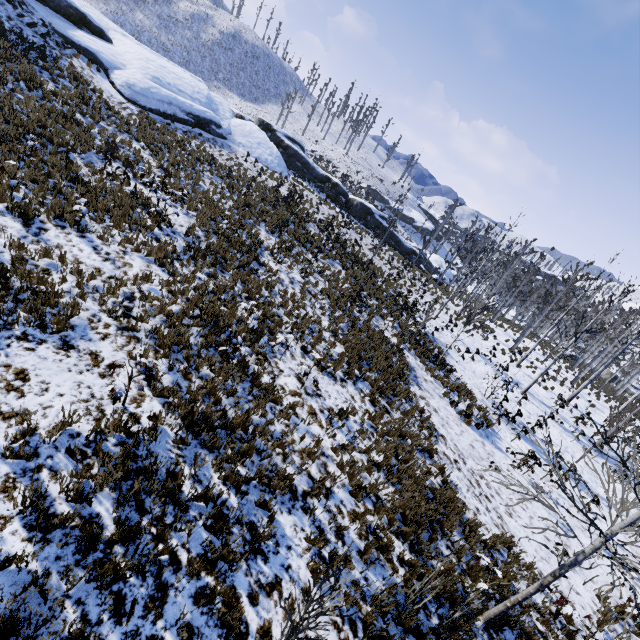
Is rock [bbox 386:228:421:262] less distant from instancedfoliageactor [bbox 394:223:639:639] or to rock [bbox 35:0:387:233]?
instancedfoliageactor [bbox 394:223:639:639]

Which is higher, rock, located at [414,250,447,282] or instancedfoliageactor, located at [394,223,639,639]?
instancedfoliageactor, located at [394,223,639,639]

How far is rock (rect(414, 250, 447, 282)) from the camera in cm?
3912

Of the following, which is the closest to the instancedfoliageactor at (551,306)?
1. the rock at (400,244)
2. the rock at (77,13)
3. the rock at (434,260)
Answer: the rock at (400,244)

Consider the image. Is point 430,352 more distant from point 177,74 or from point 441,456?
point 177,74

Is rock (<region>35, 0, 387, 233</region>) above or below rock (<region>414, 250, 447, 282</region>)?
above

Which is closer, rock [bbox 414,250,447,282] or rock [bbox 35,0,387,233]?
rock [bbox 35,0,387,233]

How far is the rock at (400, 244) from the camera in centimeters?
3675cm
